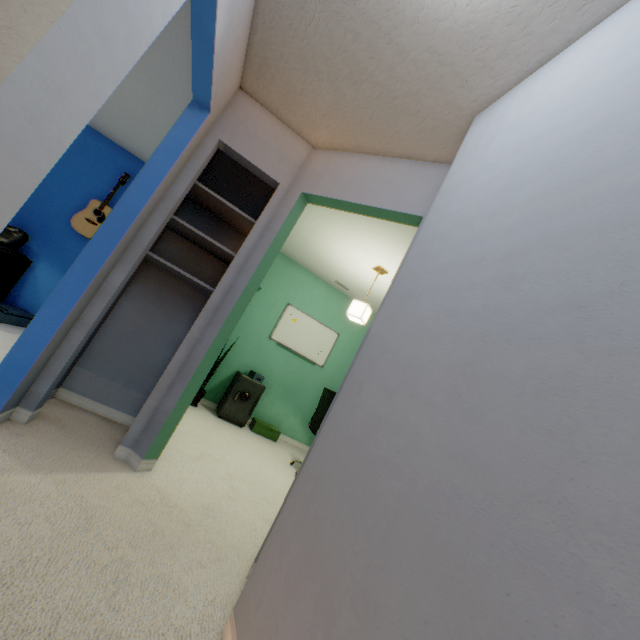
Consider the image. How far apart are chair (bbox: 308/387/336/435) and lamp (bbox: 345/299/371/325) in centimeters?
84cm

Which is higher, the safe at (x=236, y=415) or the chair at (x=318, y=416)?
the chair at (x=318, y=416)

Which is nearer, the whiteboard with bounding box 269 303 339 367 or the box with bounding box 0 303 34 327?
the box with bounding box 0 303 34 327

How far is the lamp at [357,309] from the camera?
3.6 meters

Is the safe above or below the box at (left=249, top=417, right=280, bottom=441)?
above

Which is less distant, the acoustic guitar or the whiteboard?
the acoustic guitar

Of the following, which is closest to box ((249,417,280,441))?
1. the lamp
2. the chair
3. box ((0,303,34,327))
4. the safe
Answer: the safe

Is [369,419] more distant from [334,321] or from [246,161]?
[334,321]
